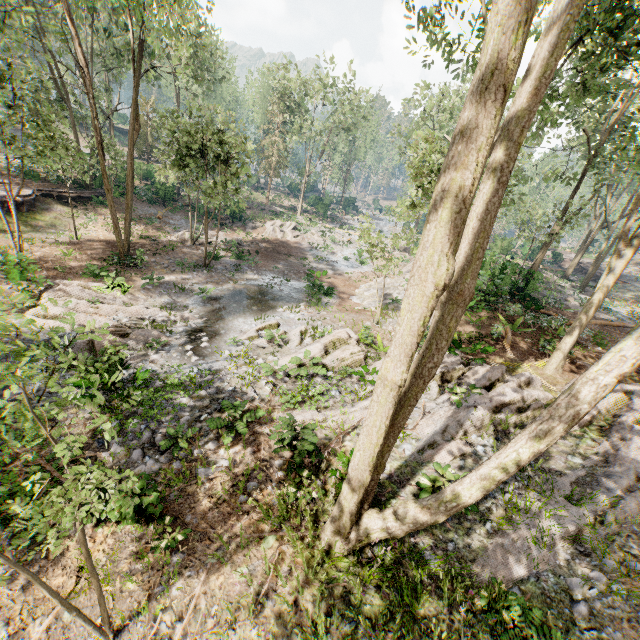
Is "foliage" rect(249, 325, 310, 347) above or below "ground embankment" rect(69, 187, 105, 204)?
below

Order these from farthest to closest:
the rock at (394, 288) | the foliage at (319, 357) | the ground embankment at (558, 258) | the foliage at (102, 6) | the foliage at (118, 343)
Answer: the ground embankment at (558, 258), the rock at (394, 288), the foliage at (102, 6), the foliage at (319, 357), the foliage at (118, 343)

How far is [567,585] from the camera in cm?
581

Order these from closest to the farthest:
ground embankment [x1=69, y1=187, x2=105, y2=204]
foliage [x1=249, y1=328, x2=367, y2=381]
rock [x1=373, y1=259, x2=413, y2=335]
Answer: foliage [x1=249, y1=328, x2=367, y2=381]
rock [x1=373, y1=259, x2=413, y2=335]
ground embankment [x1=69, y1=187, x2=105, y2=204]

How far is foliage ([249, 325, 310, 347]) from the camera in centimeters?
1459cm

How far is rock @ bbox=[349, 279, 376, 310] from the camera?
21.44m

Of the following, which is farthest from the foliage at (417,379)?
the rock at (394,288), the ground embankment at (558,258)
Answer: the ground embankment at (558,258)

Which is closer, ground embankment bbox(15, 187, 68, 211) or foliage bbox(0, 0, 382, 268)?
foliage bbox(0, 0, 382, 268)
